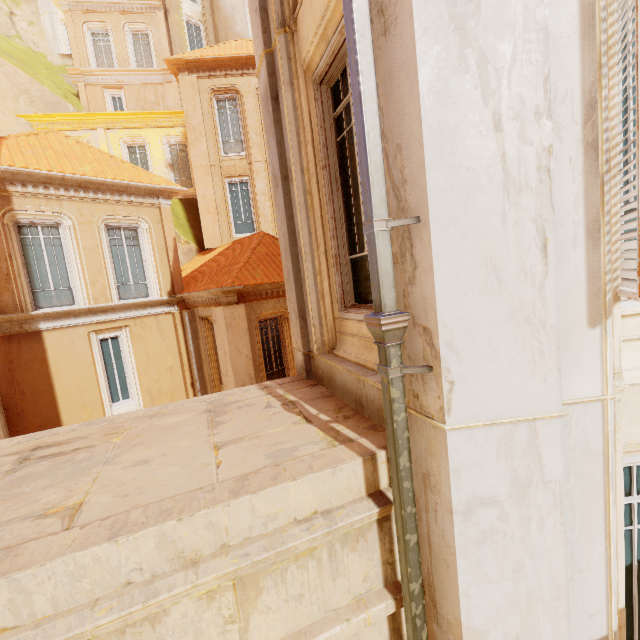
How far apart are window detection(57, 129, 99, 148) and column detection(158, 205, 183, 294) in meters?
9.5 m

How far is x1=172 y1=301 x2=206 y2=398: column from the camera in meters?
12.0 m

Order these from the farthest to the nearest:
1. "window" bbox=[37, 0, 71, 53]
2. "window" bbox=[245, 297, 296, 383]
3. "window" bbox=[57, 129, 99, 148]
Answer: "window" bbox=[37, 0, 71, 53]
"window" bbox=[57, 129, 99, 148]
"window" bbox=[245, 297, 296, 383]

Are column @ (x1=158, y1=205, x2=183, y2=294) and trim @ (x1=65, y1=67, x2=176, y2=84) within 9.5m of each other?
no

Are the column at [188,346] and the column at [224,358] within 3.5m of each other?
yes

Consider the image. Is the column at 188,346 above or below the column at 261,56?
below

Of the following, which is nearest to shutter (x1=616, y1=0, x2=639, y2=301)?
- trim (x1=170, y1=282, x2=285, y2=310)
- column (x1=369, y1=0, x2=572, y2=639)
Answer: column (x1=369, y1=0, x2=572, y2=639)

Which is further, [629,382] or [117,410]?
[117,410]
